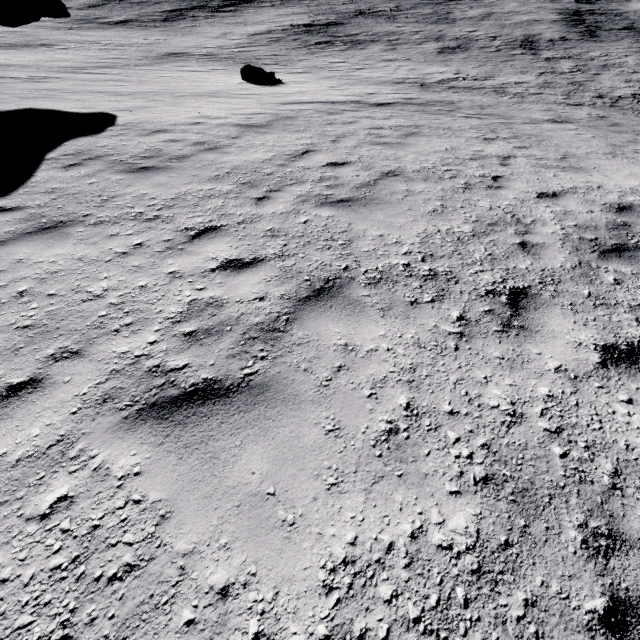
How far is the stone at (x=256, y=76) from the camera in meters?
17.5

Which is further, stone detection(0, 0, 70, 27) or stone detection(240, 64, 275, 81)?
stone detection(240, 64, 275, 81)

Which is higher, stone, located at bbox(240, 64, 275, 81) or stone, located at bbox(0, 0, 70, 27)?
stone, located at bbox(0, 0, 70, 27)

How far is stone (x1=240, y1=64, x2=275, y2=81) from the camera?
17.5m

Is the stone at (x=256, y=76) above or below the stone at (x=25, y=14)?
below

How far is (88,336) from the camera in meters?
3.0 m
